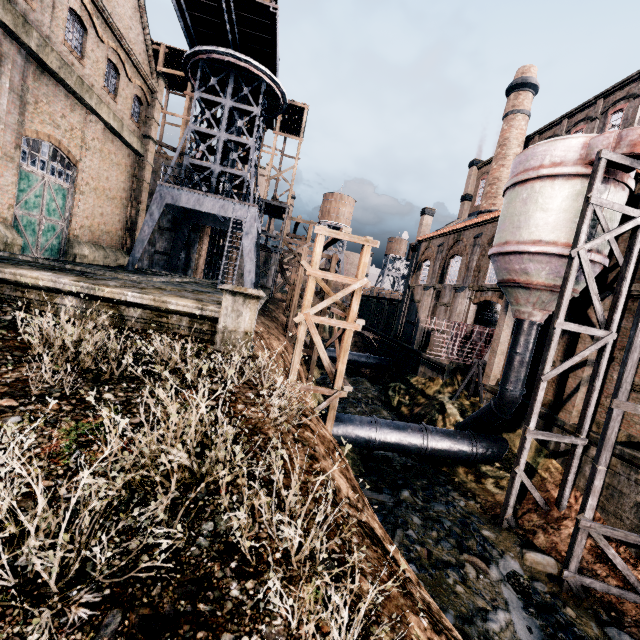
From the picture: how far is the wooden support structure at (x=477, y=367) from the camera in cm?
2320

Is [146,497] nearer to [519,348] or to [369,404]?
[519,348]

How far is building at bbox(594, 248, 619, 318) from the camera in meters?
15.1 m

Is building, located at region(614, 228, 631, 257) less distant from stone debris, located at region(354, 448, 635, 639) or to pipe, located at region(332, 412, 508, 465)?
pipe, located at region(332, 412, 508, 465)

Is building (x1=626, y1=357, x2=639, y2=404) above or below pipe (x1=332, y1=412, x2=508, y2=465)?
above

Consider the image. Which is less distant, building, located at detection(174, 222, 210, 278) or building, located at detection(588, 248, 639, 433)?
building, located at detection(588, 248, 639, 433)

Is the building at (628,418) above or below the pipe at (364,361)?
above

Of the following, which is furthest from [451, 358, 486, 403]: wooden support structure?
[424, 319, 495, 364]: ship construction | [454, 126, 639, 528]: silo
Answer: [454, 126, 639, 528]: silo
